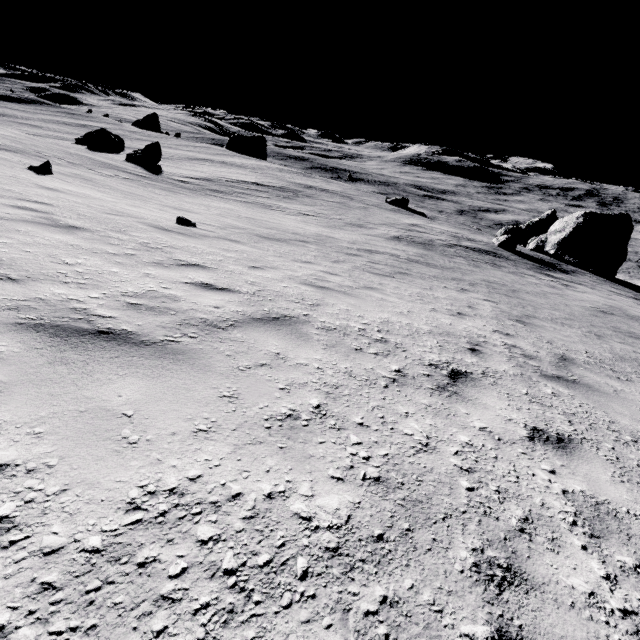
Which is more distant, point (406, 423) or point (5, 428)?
point (406, 423)

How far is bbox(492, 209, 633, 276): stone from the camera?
31.7m

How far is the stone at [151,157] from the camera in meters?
27.6 m

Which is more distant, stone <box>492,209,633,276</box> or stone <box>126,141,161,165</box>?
stone <box>492,209,633,276</box>

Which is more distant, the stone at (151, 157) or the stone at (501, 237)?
the stone at (501, 237)

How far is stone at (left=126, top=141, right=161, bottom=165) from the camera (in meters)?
27.58
